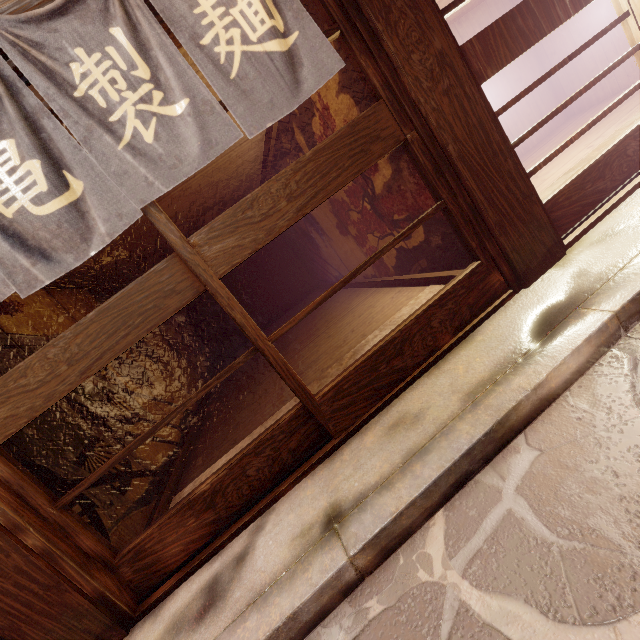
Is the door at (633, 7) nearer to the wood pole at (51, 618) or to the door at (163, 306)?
the door at (163, 306)

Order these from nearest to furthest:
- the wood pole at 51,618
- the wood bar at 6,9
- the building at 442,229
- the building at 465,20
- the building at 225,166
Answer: the wood bar at 6,9 < the wood pole at 51,618 < the building at 225,166 < the building at 442,229 < the building at 465,20

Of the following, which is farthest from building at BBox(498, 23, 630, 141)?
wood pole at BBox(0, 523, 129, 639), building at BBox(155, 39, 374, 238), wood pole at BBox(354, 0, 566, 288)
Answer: wood pole at BBox(0, 523, 129, 639)

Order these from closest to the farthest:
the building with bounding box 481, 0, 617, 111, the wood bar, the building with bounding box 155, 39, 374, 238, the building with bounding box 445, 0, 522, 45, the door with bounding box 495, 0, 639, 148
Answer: the wood bar → the door with bounding box 495, 0, 639, 148 → the building with bounding box 155, 39, 374, 238 → the building with bounding box 481, 0, 617, 111 → the building with bounding box 445, 0, 522, 45

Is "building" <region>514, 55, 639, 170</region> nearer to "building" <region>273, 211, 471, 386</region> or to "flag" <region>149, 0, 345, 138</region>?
"building" <region>273, 211, 471, 386</region>

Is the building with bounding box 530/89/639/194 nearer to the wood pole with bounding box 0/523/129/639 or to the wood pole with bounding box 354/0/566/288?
the wood pole with bounding box 354/0/566/288

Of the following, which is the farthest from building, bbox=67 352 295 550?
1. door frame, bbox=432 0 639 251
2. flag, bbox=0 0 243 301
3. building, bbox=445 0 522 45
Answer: flag, bbox=0 0 243 301

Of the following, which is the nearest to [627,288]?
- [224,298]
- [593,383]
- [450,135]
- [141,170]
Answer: [593,383]
